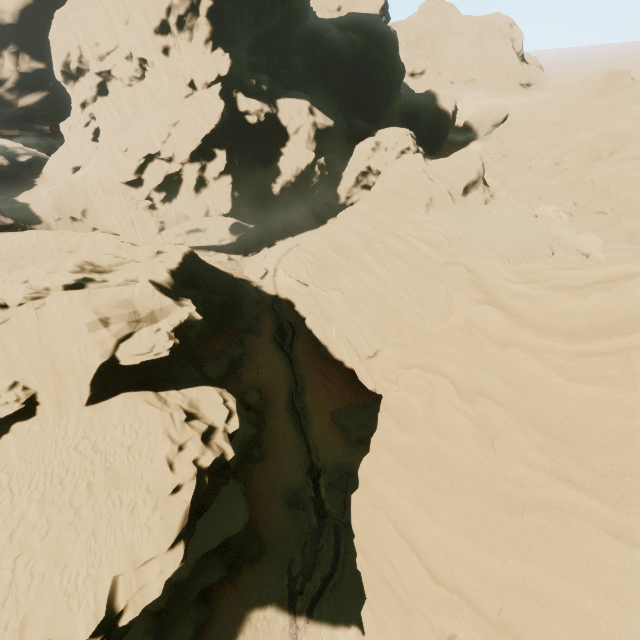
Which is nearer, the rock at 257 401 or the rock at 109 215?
the rock at 109 215

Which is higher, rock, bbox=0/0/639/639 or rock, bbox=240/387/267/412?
rock, bbox=0/0/639/639

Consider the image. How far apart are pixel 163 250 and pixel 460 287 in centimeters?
2959cm

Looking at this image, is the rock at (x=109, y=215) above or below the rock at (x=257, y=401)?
above

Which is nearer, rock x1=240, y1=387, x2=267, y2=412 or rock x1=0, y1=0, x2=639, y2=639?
rock x1=0, y1=0, x2=639, y2=639

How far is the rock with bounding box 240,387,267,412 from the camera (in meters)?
32.59
